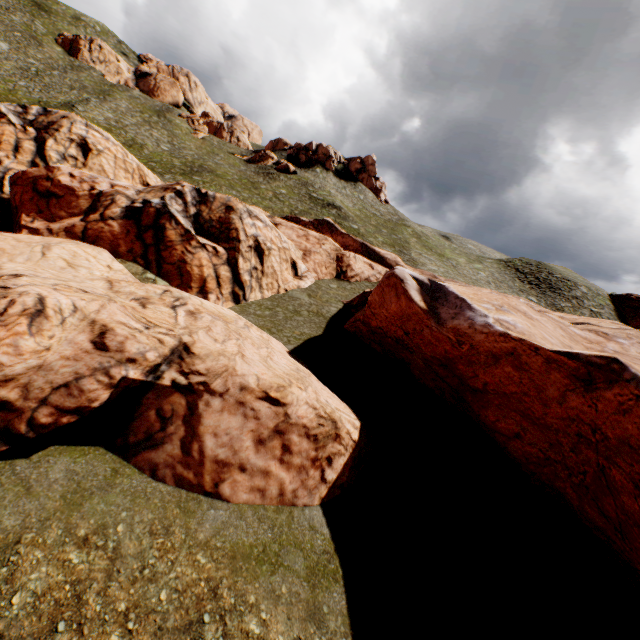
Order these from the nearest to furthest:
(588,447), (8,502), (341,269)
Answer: (8,502) < (588,447) < (341,269)
